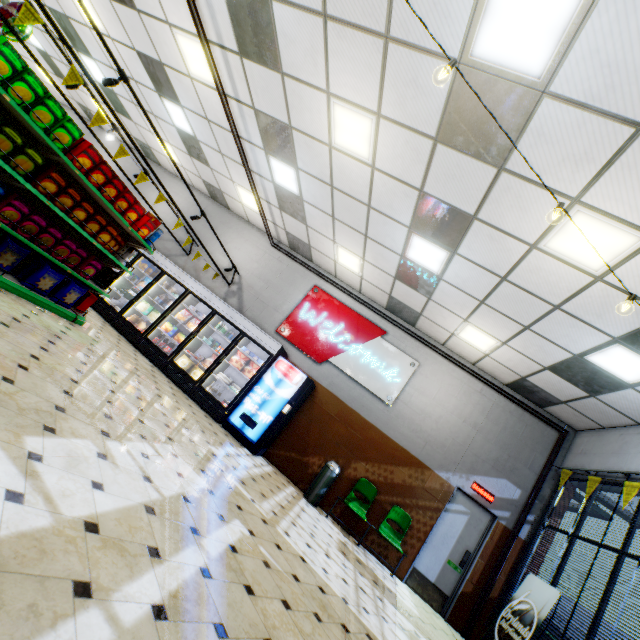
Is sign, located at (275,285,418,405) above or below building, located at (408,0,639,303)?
below

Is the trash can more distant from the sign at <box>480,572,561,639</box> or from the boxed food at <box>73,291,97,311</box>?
the boxed food at <box>73,291,97,311</box>

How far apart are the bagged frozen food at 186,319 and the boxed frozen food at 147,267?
1.9m

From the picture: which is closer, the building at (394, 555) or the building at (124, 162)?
the building at (394, 555)

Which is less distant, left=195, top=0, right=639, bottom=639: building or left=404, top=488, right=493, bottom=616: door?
left=195, top=0, right=639, bottom=639: building

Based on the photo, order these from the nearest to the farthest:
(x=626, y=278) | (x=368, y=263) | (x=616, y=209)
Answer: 1. (x=616, y=209)
2. (x=626, y=278)
3. (x=368, y=263)

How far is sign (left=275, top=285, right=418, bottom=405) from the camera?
8.3 meters

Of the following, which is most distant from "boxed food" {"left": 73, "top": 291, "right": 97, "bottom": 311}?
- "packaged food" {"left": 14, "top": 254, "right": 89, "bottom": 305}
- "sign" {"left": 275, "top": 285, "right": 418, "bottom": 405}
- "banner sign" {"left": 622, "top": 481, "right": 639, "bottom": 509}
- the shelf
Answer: "banner sign" {"left": 622, "top": 481, "right": 639, "bottom": 509}
